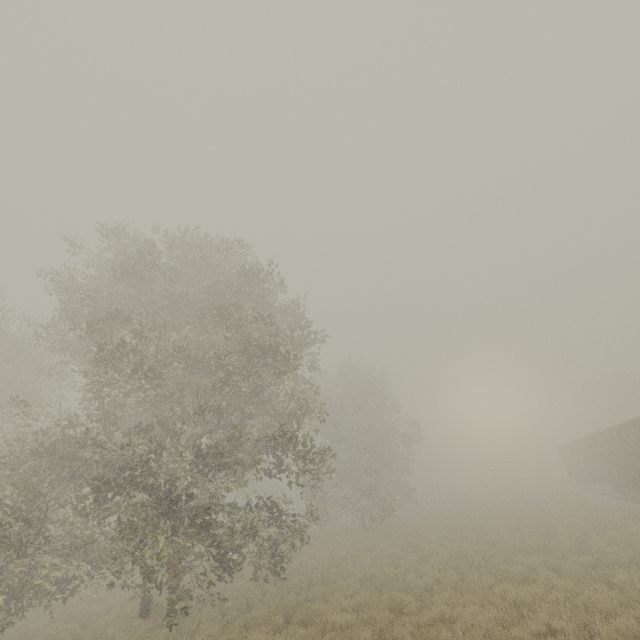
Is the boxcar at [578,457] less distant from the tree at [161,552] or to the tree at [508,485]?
the tree at [508,485]

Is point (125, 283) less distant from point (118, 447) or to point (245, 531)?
point (118, 447)

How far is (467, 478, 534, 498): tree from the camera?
50.70m

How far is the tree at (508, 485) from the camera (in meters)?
50.70

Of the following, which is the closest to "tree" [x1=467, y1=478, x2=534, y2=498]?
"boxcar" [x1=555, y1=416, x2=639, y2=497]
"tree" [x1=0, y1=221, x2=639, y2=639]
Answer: "boxcar" [x1=555, y1=416, x2=639, y2=497]

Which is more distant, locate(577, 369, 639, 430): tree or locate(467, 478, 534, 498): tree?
locate(467, 478, 534, 498): tree

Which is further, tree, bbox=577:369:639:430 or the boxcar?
tree, bbox=577:369:639:430
